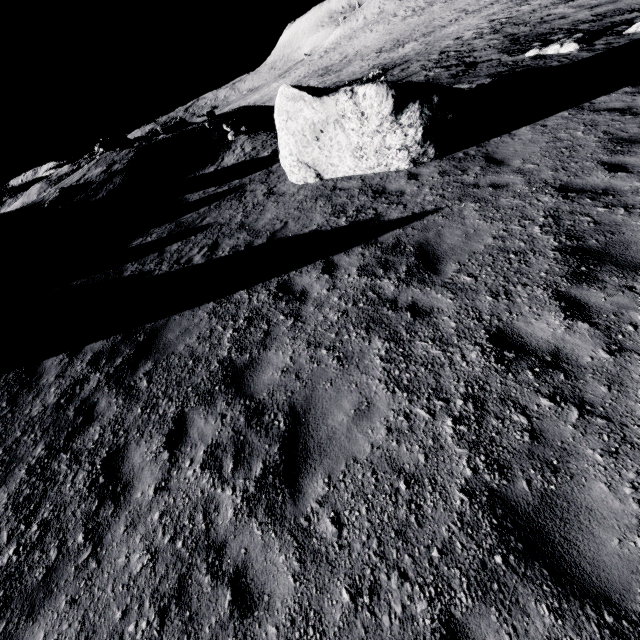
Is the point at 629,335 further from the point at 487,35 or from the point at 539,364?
the point at 487,35

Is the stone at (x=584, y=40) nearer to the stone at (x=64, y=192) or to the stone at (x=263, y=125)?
the stone at (x=263, y=125)

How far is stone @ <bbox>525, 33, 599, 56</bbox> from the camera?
12.78m

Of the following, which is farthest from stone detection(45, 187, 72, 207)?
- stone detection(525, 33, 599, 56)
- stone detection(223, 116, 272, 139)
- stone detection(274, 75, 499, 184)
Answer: stone detection(525, 33, 599, 56)

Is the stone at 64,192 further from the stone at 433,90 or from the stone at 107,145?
the stone at 433,90

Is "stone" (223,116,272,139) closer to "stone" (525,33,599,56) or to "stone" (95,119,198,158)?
"stone" (95,119,198,158)

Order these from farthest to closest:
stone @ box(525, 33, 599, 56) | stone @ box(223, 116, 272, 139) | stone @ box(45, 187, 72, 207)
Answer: stone @ box(223, 116, 272, 139) → stone @ box(45, 187, 72, 207) → stone @ box(525, 33, 599, 56)

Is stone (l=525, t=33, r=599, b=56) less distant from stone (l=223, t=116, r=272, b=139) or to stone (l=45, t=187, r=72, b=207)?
stone (l=223, t=116, r=272, b=139)
